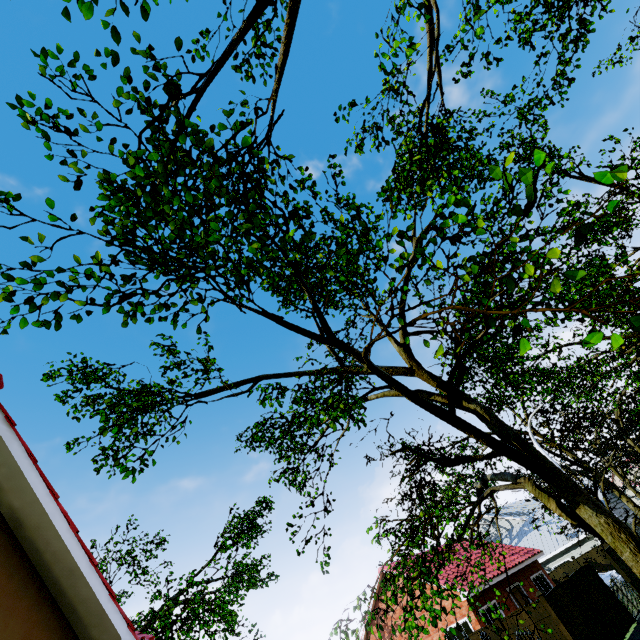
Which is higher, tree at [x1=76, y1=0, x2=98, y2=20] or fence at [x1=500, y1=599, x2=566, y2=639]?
tree at [x1=76, y1=0, x2=98, y2=20]

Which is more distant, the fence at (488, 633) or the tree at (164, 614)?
the tree at (164, 614)

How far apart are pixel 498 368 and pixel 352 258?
9.25m

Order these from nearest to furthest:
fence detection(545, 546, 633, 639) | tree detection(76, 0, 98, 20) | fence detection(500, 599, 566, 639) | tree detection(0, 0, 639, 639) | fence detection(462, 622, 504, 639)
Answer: tree detection(76, 0, 98, 20), tree detection(0, 0, 639, 639), fence detection(500, 599, 566, 639), fence detection(462, 622, 504, 639), fence detection(545, 546, 633, 639)

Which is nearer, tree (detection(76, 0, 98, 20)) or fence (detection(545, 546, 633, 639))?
tree (detection(76, 0, 98, 20))

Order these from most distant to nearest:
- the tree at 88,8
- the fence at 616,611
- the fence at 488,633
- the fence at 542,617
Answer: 1. the fence at 616,611
2. the fence at 488,633
3. the fence at 542,617
4. the tree at 88,8
